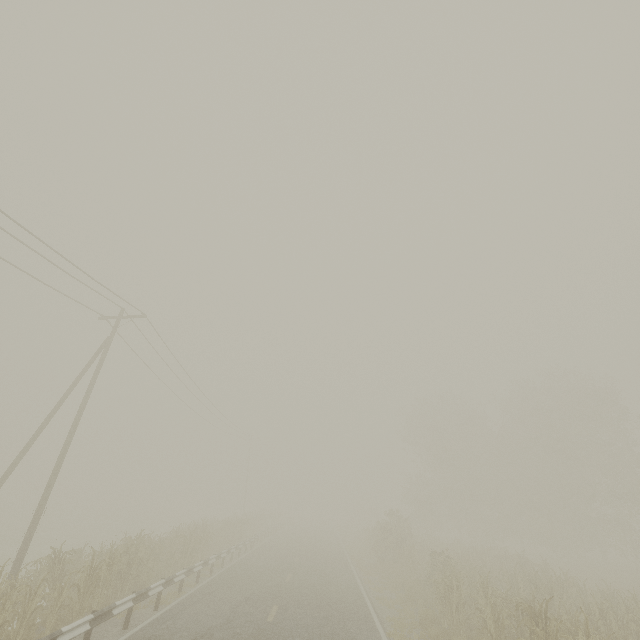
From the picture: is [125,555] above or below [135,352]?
below

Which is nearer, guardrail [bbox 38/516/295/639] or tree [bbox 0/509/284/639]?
guardrail [bbox 38/516/295/639]

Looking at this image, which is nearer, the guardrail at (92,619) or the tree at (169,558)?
the guardrail at (92,619)
